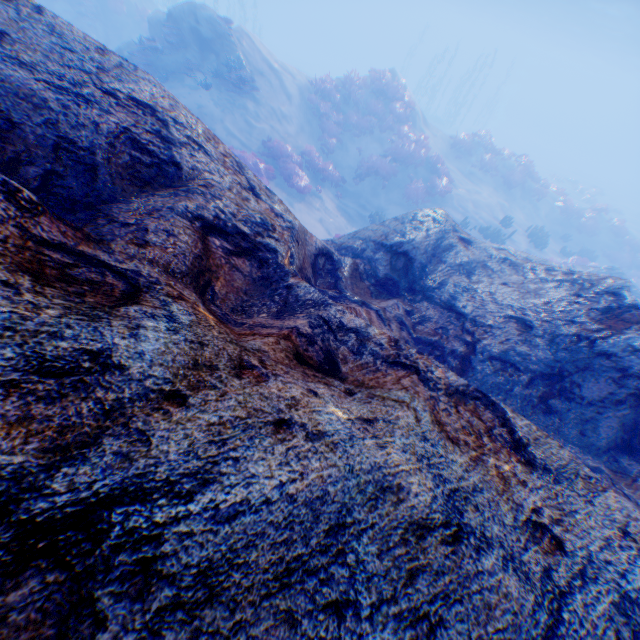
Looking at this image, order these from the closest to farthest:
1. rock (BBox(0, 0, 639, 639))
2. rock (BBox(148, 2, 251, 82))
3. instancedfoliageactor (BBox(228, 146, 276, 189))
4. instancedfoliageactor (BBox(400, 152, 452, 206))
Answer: rock (BBox(0, 0, 639, 639)) → instancedfoliageactor (BBox(228, 146, 276, 189)) → rock (BBox(148, 2, 251, 82)) → instancedfoliageactor (BBox(400, 152, 452, 206))

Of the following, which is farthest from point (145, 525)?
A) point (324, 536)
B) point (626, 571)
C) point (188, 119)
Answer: point (188, 119)

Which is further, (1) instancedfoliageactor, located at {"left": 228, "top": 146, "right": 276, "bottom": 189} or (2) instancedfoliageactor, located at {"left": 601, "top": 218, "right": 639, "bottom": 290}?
(2) instancedfoliageactor, located at {"left": 601, "top": 218, "right": 639, "bottom": 290}

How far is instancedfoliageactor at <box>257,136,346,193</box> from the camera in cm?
1404

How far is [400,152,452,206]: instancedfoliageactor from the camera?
17.1 meters

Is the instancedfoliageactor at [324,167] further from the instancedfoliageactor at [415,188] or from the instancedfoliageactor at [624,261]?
the instancedfoliageactor at [624,261]

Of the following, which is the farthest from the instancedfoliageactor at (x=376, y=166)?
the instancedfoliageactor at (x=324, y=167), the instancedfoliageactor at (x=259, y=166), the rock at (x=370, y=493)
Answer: the instancedfoliageactor at (x=259, y=166)

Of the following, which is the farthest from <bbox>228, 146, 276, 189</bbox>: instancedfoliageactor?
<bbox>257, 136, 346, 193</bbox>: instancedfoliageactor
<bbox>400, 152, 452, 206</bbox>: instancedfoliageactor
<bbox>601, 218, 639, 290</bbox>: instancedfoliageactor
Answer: <bbox>601, 218, 639, 290</bbox>: instancedfoliageactor
